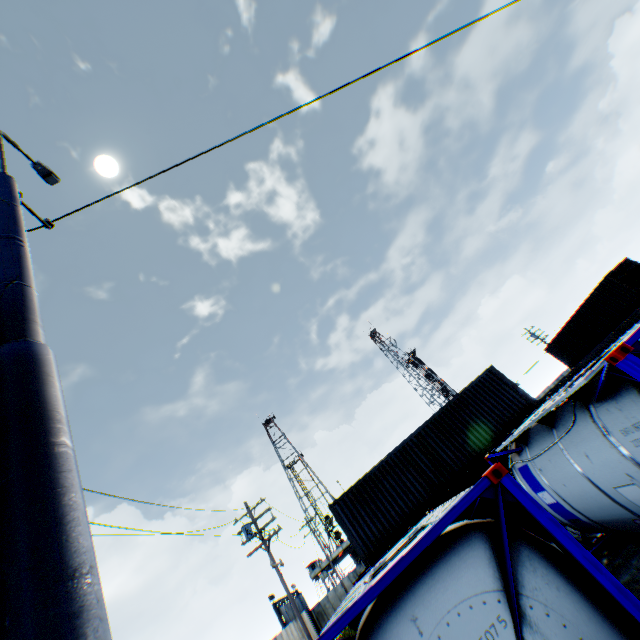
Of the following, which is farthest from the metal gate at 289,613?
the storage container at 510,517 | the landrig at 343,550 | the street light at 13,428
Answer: the street light at 13,428

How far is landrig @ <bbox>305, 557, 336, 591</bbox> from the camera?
51.59m

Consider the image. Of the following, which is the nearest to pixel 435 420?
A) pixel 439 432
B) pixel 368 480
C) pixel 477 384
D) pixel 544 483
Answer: pixel 439 432

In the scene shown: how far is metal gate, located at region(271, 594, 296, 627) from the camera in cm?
3386

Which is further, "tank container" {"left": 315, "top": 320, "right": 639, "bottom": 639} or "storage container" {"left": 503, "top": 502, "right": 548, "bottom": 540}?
"storage container" {"left": 503, "top": 502, "right": 548, "bottom": 540}

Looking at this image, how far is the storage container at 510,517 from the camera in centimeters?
1116cm

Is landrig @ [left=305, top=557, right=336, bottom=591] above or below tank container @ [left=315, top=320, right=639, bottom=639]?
above
